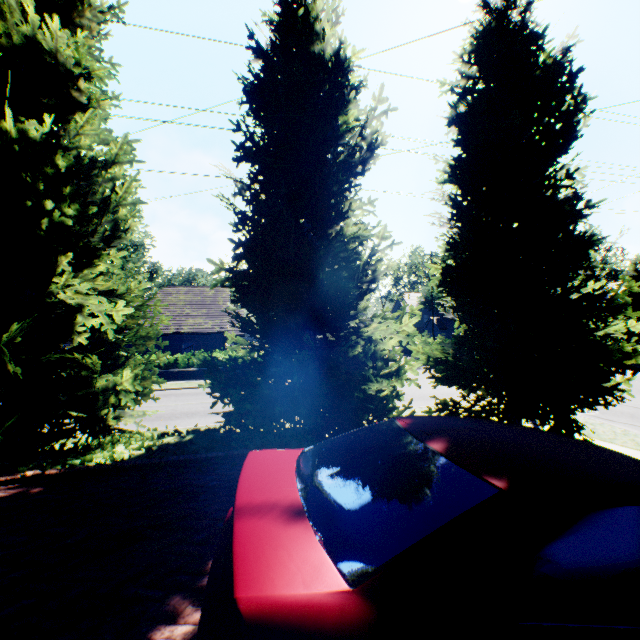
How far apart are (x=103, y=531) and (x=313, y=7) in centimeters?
888cm

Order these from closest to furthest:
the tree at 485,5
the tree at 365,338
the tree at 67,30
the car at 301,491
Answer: the car at 301,491 < the tree at 67,30 < the tree at 365,338 < the tree at 485,5

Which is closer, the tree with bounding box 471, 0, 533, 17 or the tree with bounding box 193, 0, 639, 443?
the tree with bounding box 193, 0, 639, 443

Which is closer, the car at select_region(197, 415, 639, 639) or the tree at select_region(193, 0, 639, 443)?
the car at select_region(197, 415, 639, 639)

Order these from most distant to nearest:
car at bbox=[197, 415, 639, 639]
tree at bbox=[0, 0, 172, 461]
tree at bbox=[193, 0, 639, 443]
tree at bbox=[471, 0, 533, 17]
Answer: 1. tree at bbox=[471, 0, 533, 17]
2. tree at bbox=[193, 0, 639, 443]
3. tree at bbox=[0, 0, 172, 461]
4. car at bbox=[197, 415, 639, 639]

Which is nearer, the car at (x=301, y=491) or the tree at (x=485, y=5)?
the car at (x=301, y=491)

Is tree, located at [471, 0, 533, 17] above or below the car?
above
